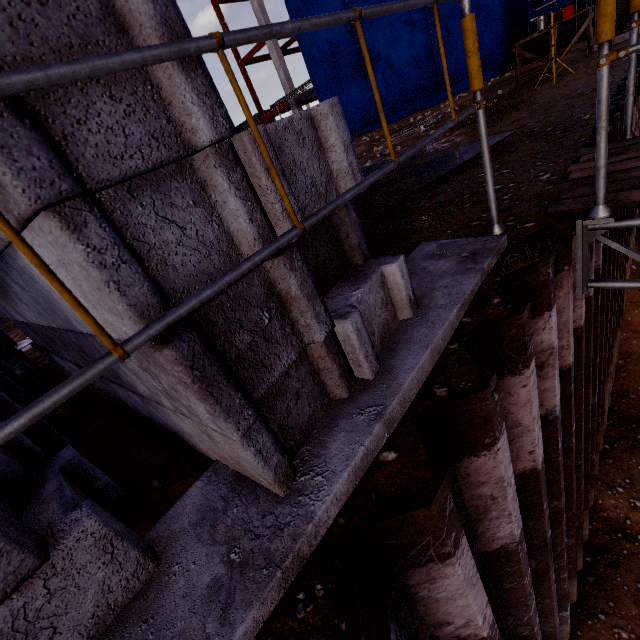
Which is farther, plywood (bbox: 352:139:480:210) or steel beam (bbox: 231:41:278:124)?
steel beam (bbox: 231:41:278:124)

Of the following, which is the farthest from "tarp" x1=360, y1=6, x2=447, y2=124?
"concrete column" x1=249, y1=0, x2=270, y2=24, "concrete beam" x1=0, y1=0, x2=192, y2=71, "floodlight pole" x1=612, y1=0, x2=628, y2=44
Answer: "concrete beam" x1=0, y1=0, x2=192, y2=71

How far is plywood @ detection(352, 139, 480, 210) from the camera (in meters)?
3.90

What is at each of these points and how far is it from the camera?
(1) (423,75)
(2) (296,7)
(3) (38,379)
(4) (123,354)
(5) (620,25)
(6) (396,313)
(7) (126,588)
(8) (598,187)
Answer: (1) tarp, 16.7m
(2) tarp, 18.6m
(3) concrete beam, 3.1m
(4) scaffolding, 0.7m
(5) floodlight pole, 8.2m
(6) concrete beam, 1.7m
(7) concrete beam, 1.1m
(8) scaffolding, 1.8m

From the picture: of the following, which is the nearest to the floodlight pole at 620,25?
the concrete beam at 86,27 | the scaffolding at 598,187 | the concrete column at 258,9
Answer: the scaffolding at 598,187

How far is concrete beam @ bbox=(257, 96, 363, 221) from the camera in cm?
117

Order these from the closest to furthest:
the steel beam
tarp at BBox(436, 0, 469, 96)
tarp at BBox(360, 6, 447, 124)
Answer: tarp at BBox(436, 0, 469, 96), tarp at BBox(360, 6, 447, 124), the steel beam

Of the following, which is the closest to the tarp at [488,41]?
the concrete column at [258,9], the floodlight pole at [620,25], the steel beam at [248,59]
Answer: the concrete column at [258,9]
